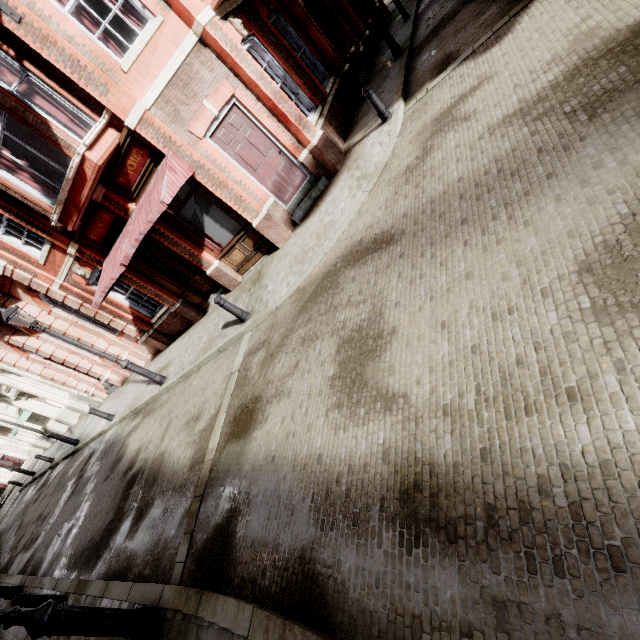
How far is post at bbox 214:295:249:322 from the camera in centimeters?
785cm

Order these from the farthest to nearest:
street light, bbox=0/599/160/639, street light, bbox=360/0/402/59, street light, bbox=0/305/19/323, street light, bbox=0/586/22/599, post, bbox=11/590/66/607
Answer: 1. street light, bbox=360/0/402/59
2. street light, bbox=0/586/22/599
3. street light, bbox=0/305/19/323
4. post, bbox=11/590/66/607
5. street light, bbox=0/599/160/639

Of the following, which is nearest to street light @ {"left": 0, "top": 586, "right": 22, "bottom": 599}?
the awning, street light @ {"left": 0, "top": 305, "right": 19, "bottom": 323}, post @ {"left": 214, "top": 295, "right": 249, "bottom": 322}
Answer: street light @ {"left": 0, "top": 305, "right": 19, "bottom": 323}

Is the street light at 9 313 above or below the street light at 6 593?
above

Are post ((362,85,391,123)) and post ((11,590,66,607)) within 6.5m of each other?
no

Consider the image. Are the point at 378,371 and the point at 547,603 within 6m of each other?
yes

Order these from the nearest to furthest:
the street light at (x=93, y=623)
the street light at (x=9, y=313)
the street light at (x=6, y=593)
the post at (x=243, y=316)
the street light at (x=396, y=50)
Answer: the street light at (x=93, y=623) < the post at (x=243, y=316) < the street light at (x=9, y=313) < the street light at (x=6, y=593) < the street light at (x=396, y=50)

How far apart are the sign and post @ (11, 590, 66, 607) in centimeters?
943cm
